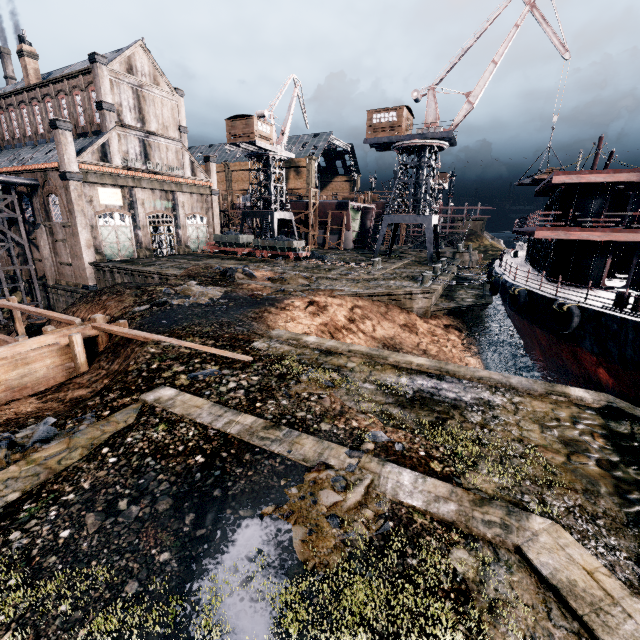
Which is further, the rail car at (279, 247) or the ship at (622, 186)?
the rail car at (279, 247)

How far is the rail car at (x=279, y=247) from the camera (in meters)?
39.25

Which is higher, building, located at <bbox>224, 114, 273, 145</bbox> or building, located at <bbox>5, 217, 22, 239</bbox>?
building, located at <bbox>224, 114, 273, 145</bbox>

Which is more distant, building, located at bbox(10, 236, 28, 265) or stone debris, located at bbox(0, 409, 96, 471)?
building, located at bbox(10, 236, 28, 265)

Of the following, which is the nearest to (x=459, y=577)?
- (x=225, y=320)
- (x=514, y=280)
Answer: (x=225, y=320)

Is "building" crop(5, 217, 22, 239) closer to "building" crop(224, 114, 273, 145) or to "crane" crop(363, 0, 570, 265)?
"building" crop(224, 114, 273, 145)

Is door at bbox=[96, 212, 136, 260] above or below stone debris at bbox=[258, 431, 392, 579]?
above

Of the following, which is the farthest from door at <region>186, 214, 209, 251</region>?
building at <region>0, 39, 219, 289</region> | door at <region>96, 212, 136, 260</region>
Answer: door at <region>96, 212, 136, 260</region>
